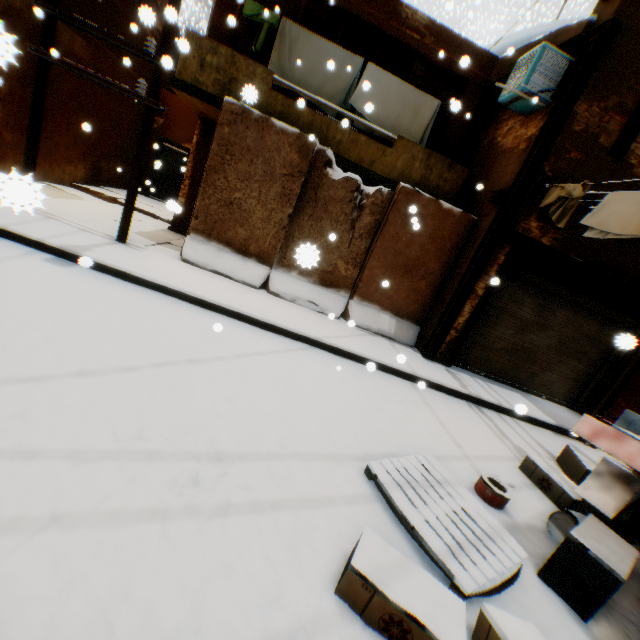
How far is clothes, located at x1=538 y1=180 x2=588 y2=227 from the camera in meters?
5.5 m

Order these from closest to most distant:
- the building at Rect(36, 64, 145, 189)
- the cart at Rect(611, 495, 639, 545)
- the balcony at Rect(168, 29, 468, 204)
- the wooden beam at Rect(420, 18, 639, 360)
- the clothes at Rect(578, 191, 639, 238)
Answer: the cart at Rect(611, 495, 639, 545) < the clothes at Rect(578, 191, 639, 238) < the wooden beam at Rect(420, 18, 639, 360) < the balcony at Rect(168, 29, 468, 204) < the building at Rect(36, 64, 145, 189)

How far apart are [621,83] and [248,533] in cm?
936

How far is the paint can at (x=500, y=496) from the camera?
3.5 meters

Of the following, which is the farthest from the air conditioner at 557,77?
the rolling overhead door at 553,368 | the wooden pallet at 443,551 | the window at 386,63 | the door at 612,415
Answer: the door at 612,415

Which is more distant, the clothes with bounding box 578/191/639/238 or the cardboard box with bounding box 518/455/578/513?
the clothes with bounding box 578/191/639/238

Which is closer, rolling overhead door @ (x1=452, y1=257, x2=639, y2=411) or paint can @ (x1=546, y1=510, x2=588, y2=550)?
paint can @ (x1=546, y1=510, x2=588, y2=550)

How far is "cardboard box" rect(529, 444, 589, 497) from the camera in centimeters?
415cm
